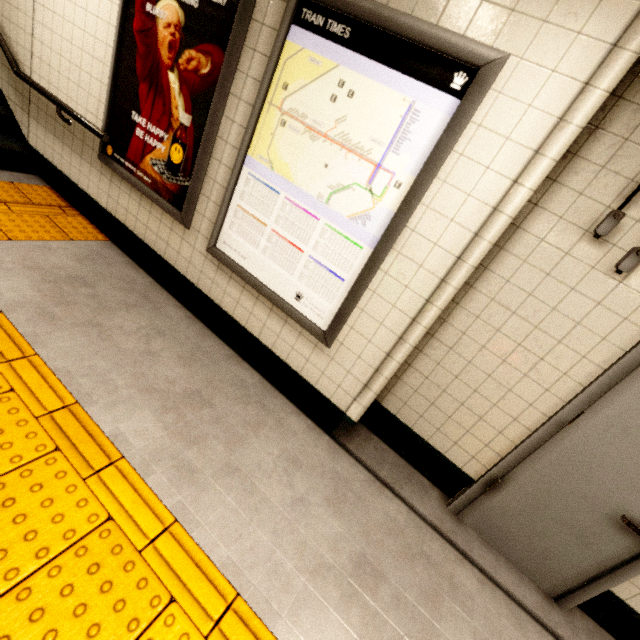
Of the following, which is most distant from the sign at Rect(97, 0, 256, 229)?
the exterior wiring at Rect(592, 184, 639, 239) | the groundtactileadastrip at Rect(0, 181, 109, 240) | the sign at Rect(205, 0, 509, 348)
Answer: the exterior wiring at Rect(592, 184, 639, 239)

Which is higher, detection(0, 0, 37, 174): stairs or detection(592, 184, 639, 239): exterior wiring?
detection(592, 184, 639, 239): exterior wiring

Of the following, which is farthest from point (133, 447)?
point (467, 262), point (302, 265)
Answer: point (467, 262)

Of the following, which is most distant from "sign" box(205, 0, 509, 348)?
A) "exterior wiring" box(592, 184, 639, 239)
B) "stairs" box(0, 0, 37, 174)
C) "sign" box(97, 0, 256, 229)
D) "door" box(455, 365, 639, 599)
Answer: "stairs" box(0, 0, 37, 174)

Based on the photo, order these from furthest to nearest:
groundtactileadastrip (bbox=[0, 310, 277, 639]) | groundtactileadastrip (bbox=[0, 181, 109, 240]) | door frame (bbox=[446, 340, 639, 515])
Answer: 1. groundtactileadastrip (bbox=[0, 181, 109, 240])
2. door frame (bbox=[446, 340, 639, 515])
3. groundtactileadastrip (bbox=[0, 310, 277, 639])

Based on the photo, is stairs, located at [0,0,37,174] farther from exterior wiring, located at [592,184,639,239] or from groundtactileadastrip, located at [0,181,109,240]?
exterior wiring, located at [592,184,639,239]

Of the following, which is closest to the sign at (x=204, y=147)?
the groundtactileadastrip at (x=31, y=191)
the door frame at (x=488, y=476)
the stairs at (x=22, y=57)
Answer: the groundtactileadastrip at (x=31, y=191)

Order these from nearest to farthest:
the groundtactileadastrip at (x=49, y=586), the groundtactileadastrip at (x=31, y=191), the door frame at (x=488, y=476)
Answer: the groundtactileadastrip at (x=49, y=586) < the door frame at (x=488, y=476) < the groundtactileadastrip at (x=31, y=191)
